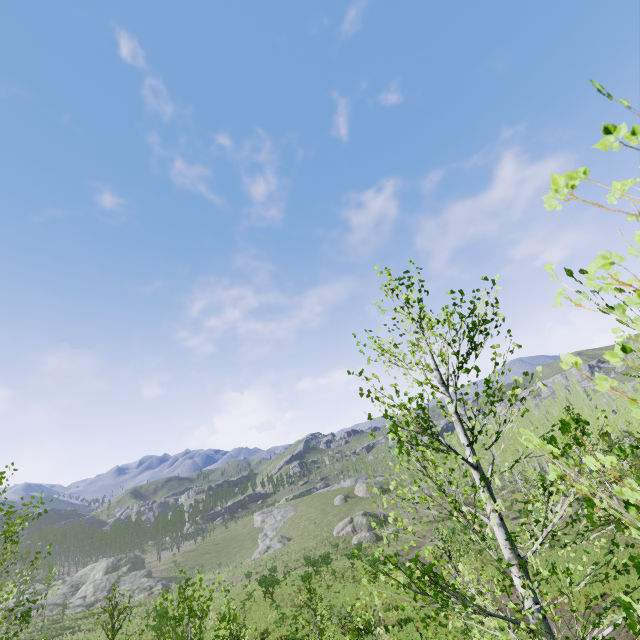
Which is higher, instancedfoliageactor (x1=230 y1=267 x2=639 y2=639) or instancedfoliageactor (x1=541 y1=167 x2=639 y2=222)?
instancedfoliageactor (x1=541 y1=167 x2=639 y2=222)

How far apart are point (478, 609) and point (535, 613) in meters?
0.9

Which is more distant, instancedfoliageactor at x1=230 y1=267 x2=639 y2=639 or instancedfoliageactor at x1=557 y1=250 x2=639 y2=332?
instancedfoliageactor at x1=230 y1=267 x2=639 y2=639

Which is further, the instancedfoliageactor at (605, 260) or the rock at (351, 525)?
the rock at (351, 525)

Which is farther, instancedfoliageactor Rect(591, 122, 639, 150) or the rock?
the rock
